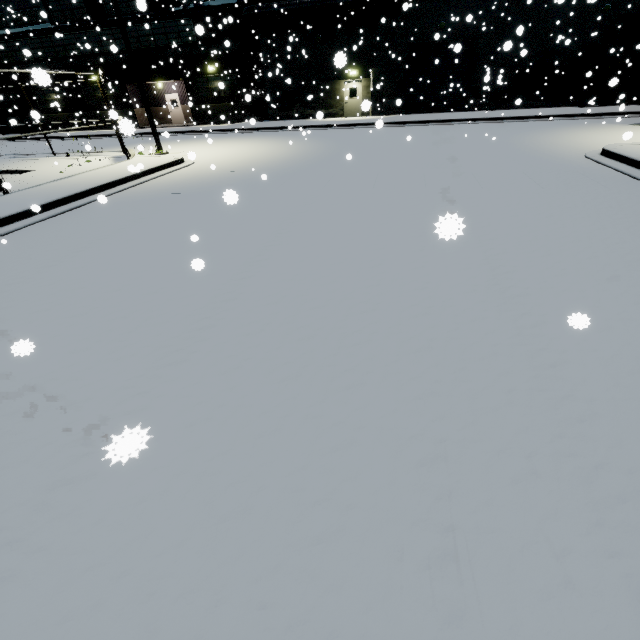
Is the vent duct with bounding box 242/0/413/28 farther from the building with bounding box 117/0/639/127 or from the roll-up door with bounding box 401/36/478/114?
the roll-up door with bounding box 401/36/478/114

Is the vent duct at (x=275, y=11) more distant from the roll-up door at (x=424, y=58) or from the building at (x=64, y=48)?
the roll-up door at (x=424, y=58)

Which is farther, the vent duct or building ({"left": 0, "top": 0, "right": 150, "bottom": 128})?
building ({"left": 0, "top": 0, "right": 150, "bottom": 128})

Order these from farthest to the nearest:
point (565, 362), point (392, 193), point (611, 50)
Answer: point (611, 50) < point (392, 193) < point (565, 362)

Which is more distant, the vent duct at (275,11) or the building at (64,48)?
the building at (64,48)
